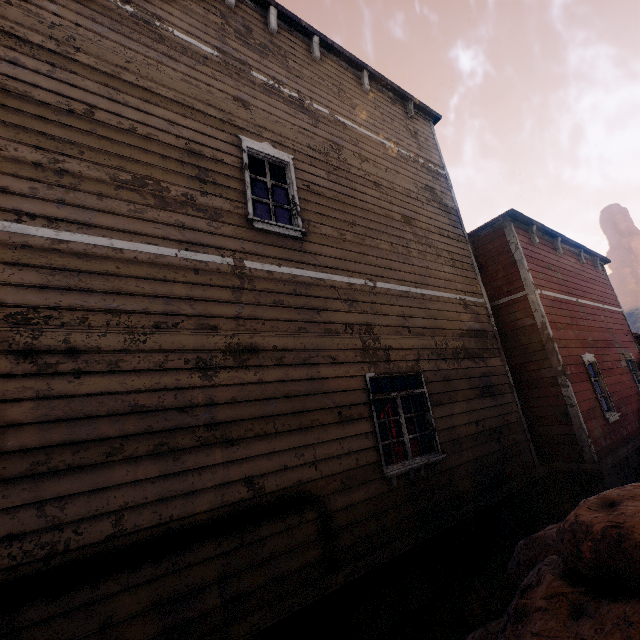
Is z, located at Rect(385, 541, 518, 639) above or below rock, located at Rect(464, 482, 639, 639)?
below

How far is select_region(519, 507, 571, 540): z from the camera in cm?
574

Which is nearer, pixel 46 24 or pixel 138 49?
pixel 46 24

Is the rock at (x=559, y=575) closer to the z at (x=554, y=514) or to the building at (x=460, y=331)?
the z at (x=554, y=514)

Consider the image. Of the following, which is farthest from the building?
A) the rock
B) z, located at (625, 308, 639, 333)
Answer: the rock

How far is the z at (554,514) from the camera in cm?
574

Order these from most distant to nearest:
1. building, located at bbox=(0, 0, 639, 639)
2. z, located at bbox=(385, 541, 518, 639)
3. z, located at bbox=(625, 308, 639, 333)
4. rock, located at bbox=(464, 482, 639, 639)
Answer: z, located at bbox=(625, 308, 639, 333) < z, located at bbox=(385, 541, 518, 639) < building, located at bbox=(0, 0, 639, 639) < rock, located at bbox=(464, 482, 639, 639)
